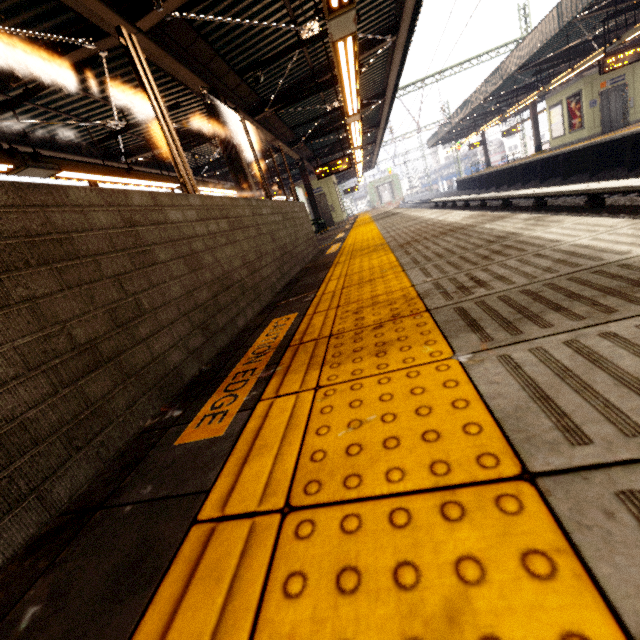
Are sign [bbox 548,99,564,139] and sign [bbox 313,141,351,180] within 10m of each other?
no

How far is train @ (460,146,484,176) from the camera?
42.9 meters

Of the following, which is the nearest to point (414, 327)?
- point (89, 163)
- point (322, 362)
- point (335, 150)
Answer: point (322, 362)

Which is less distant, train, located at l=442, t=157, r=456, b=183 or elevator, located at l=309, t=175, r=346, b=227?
elevator, located at l=309, t=175, r=346, b=227

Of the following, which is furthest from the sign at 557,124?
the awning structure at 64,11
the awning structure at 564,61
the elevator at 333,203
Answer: the elevator at 333,203

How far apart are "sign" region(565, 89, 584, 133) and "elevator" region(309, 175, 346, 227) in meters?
12.6

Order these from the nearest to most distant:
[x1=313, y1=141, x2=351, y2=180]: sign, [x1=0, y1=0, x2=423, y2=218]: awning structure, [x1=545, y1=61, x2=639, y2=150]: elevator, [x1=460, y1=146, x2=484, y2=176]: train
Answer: [x1=0, y1=0, x2=423, y2=218]: awning structure < [x1=313, y1=141, x2=351, y2=180]: sign < [x1=545, y1=61, x2=639, y2=150]: elevator < [x1=460, y1=146, x2=484, y2=176]: train

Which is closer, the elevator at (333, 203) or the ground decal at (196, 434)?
the ground decal at (196, 434)
